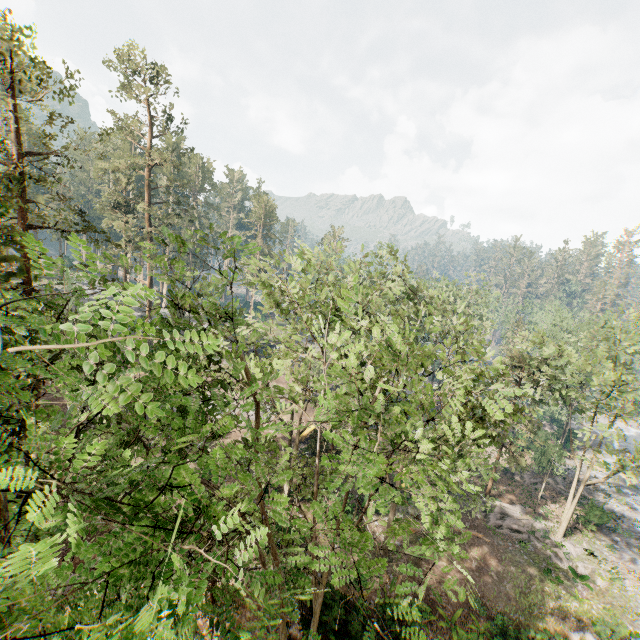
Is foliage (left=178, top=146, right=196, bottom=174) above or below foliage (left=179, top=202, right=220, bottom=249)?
above

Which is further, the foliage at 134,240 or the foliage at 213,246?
the foliage at 213,246

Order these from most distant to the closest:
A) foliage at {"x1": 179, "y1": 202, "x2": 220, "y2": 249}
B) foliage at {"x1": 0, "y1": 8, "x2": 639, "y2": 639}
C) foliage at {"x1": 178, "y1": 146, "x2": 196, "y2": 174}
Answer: foliage at {"x1": 178, "y1": 146, "x2": 196, "y2": 174} < foliage at {"x1": 179, "y1": 202, "x2": 220, "y2": 249} < foliage at {"x1": 0, "y1": 8, "x2": 639, "y2": 639}

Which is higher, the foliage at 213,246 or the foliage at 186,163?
the foliage at 186,163

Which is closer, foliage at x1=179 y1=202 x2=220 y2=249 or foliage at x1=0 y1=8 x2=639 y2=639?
foliage at x1=0 y1=8 x2=639 y2=639

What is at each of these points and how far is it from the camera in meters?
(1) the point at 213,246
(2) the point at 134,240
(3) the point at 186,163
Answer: (1) foliage, 7.3
(2) foliage, 40.5
(3) foliage, 59.5
